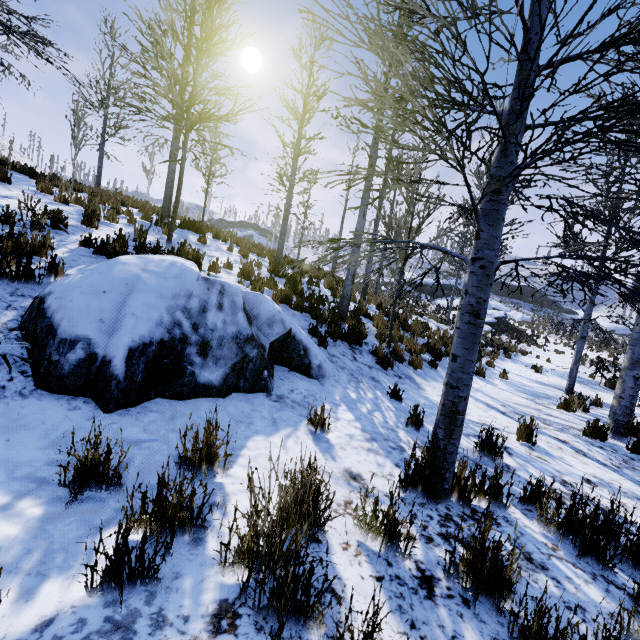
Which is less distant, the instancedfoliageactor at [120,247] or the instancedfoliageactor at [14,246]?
the instancedfoliageactor at [14,246]

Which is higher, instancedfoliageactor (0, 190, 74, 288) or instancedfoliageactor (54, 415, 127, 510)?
instancedfoliageactor (0, 190, 74, 288)

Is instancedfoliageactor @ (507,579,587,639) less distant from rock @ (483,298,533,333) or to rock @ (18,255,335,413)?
rock @ (18,255,335,413)

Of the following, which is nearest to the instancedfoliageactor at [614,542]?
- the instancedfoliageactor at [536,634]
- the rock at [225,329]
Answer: the rock at [225,329]

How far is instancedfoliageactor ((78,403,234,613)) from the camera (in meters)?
1.37

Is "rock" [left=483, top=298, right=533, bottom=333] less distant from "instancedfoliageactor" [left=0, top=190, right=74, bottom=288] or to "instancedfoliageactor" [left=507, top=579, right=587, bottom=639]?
"instancedfoliageactor" [left=0, top=190, right=74, bottom=288]

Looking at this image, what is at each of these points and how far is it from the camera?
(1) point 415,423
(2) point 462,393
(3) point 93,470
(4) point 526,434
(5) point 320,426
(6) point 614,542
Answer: (1) instancedfoliageactor, 4.14m
(2) instancedfoliageactor, 2.52m
(3) instancedfoliageactor, 1.87m
(4) instancedfoliageactor, 4.62m
(5) instancedfoliageactor, 3.40m
(6) instancedfoliageactor, 2.43m

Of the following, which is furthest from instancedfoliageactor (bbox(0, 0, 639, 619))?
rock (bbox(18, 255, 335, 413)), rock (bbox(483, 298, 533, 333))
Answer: rock (bbox(483, 298, 533, 333))
